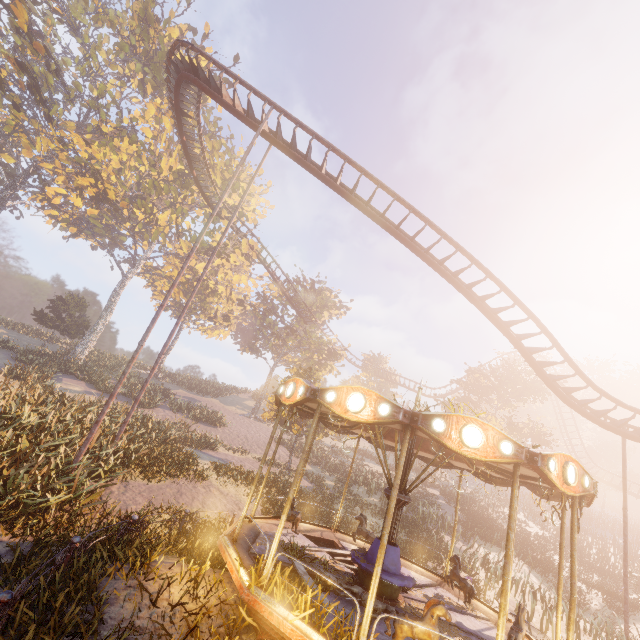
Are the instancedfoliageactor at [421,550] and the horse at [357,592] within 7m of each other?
no

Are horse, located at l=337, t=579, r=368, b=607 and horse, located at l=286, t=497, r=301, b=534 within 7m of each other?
yes

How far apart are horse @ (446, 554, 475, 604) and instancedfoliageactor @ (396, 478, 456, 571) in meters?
13.1

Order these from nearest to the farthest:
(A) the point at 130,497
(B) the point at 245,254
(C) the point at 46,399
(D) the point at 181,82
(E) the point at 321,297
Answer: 1. (A) the point at 130,497
2. (C) the point at 46,399
3. (D) the point at 181,82
4. (B) the point at 245,254
5. (E) the point at 321,297

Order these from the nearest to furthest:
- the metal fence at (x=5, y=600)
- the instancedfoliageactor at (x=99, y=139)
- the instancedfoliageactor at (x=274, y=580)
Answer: the metal fence at (x=5, y=600)
the instancedfoliageactor at (x=274, y=580)
the instancedfoliageactor at (x=99, y=139)

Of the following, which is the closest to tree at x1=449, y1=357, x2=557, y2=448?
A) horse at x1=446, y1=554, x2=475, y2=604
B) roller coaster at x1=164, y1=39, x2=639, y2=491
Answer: roller coaster at x1=164, y1=39, x2=639, y2=491

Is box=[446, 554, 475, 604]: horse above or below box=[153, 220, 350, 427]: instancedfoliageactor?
below

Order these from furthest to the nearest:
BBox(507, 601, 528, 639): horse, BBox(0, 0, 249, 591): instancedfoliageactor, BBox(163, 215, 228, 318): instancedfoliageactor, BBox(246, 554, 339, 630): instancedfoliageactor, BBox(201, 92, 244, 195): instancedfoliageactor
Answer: BBox(163, 215, 228, 318): instancedfoliageactor → BBox(201, 92, 244, 195): instancedfoliageactor → BBox(0, 0, 249, 591): instancedfoliageactor → BBox(507, 601, 528, 639): horse → BBox(246, 554, 339, 630): instancedfoliageactor
